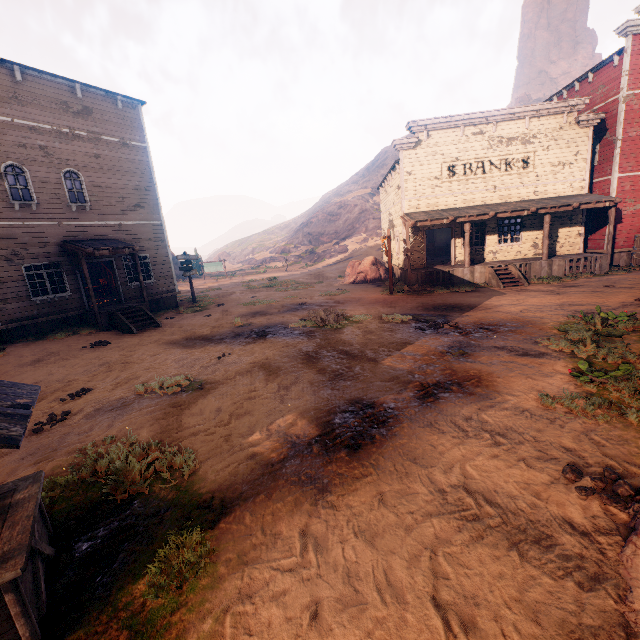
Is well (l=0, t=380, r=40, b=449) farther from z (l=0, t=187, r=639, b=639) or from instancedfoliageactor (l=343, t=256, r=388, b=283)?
instancedfoliageactor (l=343, t=256, r=388, b=283)

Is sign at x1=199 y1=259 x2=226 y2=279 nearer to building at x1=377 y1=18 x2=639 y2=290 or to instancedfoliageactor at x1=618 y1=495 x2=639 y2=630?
building at x1=377 y1=18 x2=639 y2=290

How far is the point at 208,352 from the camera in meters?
10.1

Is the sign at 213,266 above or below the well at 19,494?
above

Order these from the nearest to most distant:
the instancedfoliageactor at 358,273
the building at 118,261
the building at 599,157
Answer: the building at 118,261
the building at 599,157
the instancedfoliageactor at 358,273

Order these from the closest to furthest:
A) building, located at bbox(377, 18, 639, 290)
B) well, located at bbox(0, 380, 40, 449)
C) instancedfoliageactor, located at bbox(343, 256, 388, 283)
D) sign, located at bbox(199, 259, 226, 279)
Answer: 1. well, located at bbox(0, 380, 40, 449)
2. building, located at bbox(377, 18, 639, 290)
3. instancedfoliageactor, located at bbox(343, 256, 388, 283)
4. sign, located at bbox(199, 259, 226, 279)

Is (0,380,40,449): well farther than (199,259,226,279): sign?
No

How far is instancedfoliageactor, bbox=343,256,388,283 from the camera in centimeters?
2252cm
